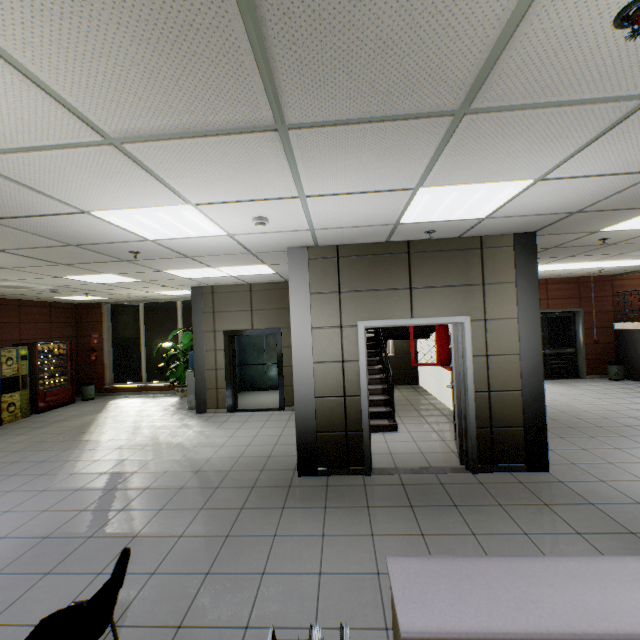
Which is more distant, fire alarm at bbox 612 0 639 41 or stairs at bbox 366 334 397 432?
stairs at bbox 366 334 397 432

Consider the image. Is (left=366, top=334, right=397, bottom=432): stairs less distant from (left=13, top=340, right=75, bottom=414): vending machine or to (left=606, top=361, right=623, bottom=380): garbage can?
(left=606, top=361, right=623, bottom=380): garbage can

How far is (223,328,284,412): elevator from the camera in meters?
8.1 m

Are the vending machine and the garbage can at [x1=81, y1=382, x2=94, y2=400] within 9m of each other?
yes

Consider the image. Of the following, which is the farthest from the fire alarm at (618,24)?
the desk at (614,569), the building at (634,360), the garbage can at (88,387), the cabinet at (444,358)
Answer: the garbage can at (88,387)

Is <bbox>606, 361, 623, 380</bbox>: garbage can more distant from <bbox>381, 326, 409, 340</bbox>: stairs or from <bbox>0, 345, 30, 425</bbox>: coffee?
<bbox>0, 345, 30, 425</bbox>: coffee

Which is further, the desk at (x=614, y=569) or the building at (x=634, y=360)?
the building at (x=634, y=360)

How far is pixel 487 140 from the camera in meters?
2.1
